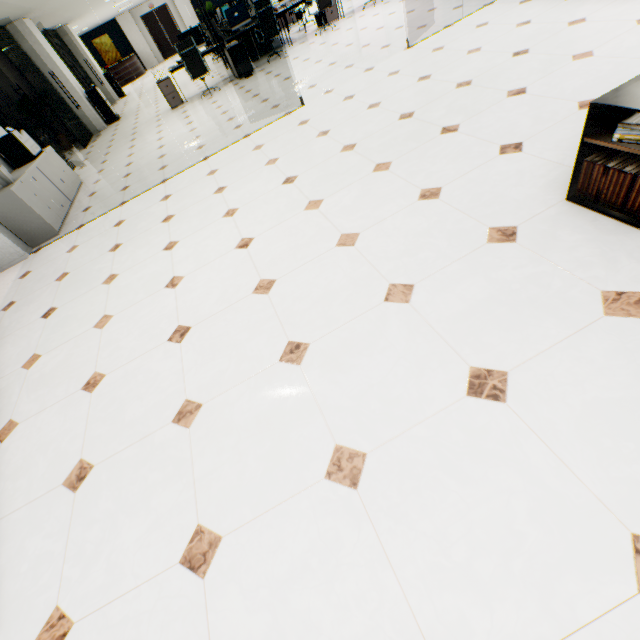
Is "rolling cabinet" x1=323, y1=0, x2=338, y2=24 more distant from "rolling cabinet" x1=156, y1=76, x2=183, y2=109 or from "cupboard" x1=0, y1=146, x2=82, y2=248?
"cupboard" x1=0, y1=146, x2=82, y2=248

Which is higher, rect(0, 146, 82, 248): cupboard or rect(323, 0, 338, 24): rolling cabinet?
rect(323, 0, 338, 24): rolling cabinet

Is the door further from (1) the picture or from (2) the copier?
(2) the copier

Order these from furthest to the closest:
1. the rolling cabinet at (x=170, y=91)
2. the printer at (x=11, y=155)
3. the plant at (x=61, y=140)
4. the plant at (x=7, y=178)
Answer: the plant at (x=61, y=140)
the rolling cabinet at (x=170, y=91)
the printer at (x=11, y=155)
the plant at (x=7, y=178)

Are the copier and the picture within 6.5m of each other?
no

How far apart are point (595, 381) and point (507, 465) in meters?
0.5

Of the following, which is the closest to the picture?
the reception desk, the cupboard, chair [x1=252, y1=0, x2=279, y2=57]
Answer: the reception desk

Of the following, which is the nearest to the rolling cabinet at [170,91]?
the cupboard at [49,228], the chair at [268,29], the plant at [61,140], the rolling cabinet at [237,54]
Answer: the rolling cabinet at [237,54]
